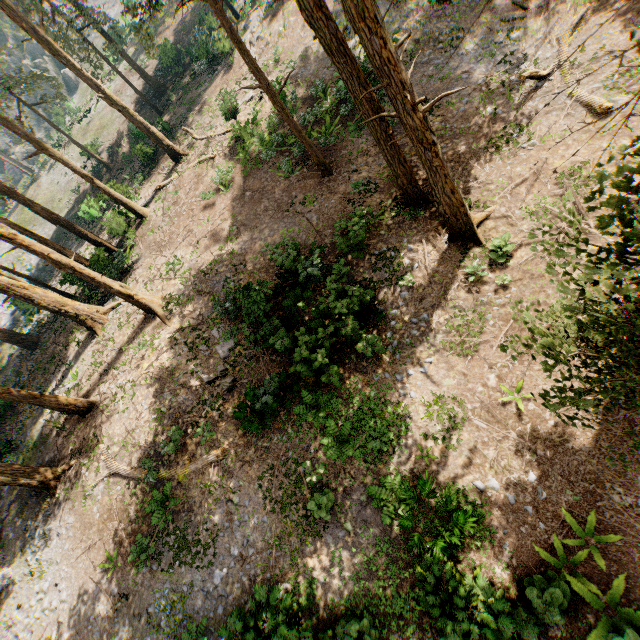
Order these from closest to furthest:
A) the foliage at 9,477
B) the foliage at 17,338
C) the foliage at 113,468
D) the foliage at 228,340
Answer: the foliage at 113,468, the foliage at 9,477, the foliage at 228,340, the foliage at 17,338

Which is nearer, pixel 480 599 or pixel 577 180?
pixel 480 599

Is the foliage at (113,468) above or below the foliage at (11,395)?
below

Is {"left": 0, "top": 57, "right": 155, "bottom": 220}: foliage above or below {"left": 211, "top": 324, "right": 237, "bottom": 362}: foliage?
above

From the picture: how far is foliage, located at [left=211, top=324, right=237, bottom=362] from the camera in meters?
15.3

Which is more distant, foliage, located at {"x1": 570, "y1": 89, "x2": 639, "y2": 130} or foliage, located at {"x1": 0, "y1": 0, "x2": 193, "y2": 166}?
foliage, located at {"x1": 0, "y1": 0, "x2": 193, "y2": 166}
